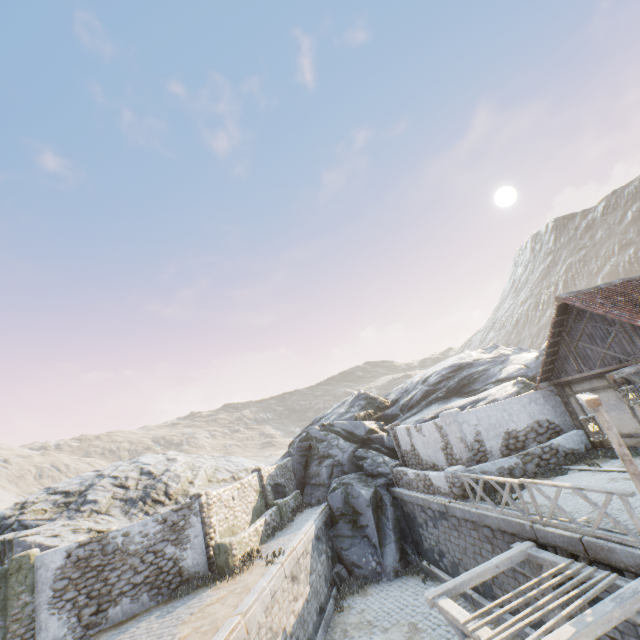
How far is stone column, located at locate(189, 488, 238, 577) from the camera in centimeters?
1269cm

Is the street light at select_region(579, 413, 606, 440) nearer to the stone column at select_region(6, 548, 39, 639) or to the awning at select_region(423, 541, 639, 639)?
the awning at select_region(423, 541, 639, 639)

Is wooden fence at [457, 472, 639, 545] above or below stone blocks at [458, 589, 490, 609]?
above

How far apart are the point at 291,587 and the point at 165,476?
13.33m

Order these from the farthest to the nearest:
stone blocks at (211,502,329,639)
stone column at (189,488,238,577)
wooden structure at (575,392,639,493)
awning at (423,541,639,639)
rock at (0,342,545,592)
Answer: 1. rock at (0,342,545,592)
2. stone column at (189,488,238,577)
3. stone blocks at (211,502,329,639)
4. wooden structure at (575,392,639,493)
5. awning at (423,541,639,639)

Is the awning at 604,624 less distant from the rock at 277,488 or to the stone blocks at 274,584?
the stone blocks at 274,584

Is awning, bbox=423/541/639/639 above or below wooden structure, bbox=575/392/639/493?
below

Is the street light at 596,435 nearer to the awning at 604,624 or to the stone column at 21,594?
the awning at 604,624
